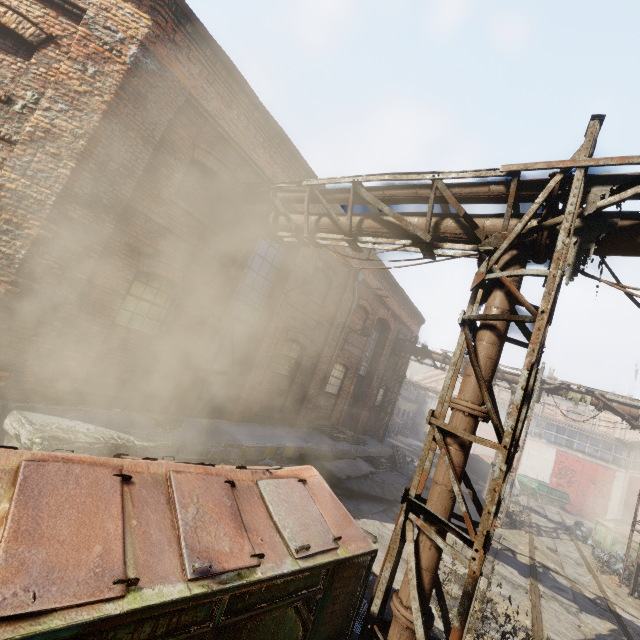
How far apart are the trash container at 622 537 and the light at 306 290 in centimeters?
1747cm

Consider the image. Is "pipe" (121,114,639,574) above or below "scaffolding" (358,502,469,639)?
above

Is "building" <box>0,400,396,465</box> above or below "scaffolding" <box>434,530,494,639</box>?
below

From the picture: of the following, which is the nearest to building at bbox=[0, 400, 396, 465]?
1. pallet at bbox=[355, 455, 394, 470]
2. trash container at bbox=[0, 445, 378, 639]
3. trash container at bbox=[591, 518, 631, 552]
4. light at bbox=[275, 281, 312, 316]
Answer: pallet at bbox=[355, 455, 394, 470]

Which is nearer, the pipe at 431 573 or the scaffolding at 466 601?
the scaffolding at 466 601

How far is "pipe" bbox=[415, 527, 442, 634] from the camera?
3.49m

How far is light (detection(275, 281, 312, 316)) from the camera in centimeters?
935cm

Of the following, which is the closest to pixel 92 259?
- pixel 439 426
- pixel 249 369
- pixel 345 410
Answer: pixel 249 369
